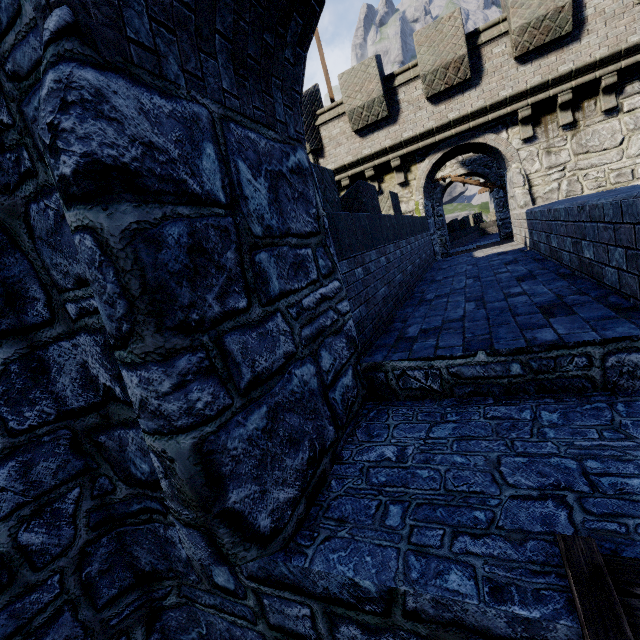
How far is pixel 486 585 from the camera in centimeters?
154cm
